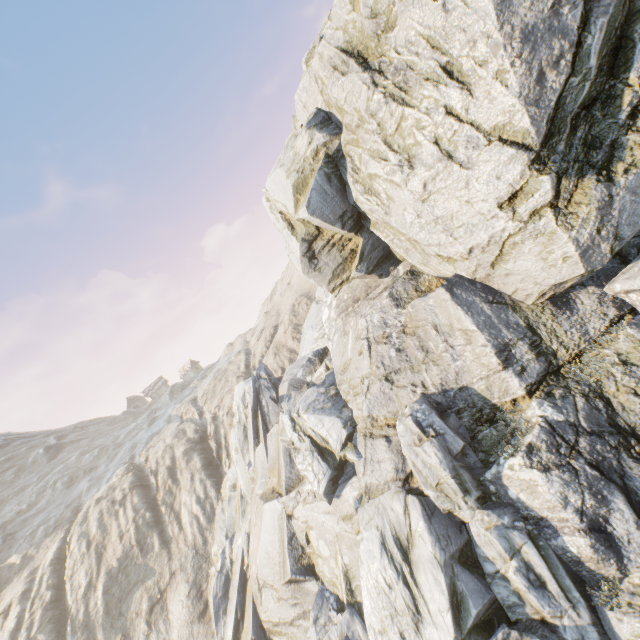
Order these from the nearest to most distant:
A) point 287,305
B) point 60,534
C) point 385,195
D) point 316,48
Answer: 1. point 385,195
2. point 316,48
3. point 60,534
4. point 287,305
